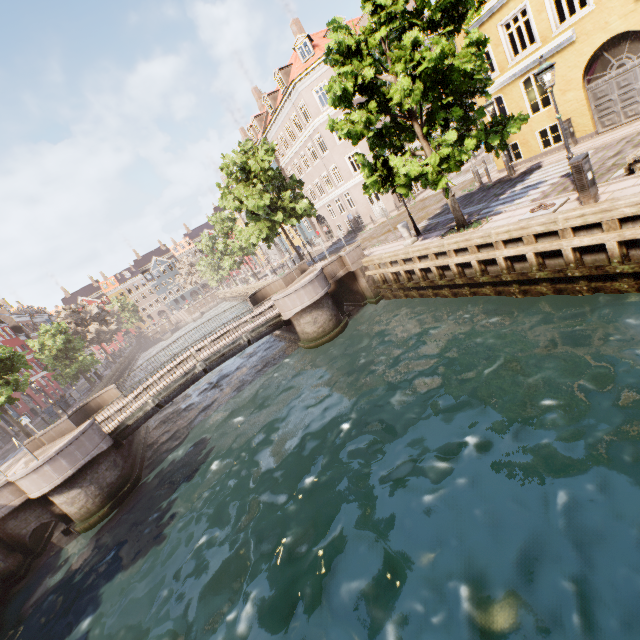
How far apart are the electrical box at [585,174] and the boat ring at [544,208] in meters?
0.8

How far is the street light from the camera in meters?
8.6

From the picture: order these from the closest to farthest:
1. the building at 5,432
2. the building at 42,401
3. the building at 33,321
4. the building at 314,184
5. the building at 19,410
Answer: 1. the building at 314,184
2. the building at 5,432
3. the building at 19,410
4. the building at 42,401
5. the building at 33,321

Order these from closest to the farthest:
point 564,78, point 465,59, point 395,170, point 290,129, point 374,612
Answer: point 374,612, point 465,59, point 395,170, point 564,78, point 290,129

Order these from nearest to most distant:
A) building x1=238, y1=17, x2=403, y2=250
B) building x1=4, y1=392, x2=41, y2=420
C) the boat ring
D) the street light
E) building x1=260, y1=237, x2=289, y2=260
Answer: the street light
the boat ring
building x1=238, y1=17, x2=403, y2=250
building x1=4, y1=392, x2=41, y2=420
building x1=260, y1=237, x2=289, y2=260

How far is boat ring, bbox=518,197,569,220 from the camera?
9.4m

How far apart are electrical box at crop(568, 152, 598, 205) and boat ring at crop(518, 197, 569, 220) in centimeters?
77cm

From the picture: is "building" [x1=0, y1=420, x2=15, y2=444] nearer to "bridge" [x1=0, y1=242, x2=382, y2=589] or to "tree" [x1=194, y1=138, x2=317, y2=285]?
"tree" [x1=194, y1=138, x2=317, y2=285]
